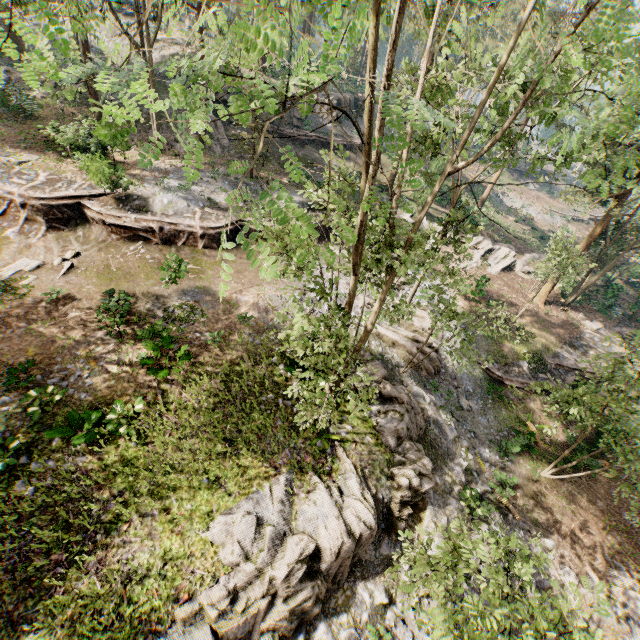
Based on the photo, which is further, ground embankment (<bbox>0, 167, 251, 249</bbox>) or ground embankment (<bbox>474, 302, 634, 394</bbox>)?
ground embankment (<bbox>474, 302, 634, 394</bbox>)

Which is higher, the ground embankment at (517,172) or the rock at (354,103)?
the rock at (354,103)

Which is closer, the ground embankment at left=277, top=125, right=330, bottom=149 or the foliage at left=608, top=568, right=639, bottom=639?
the foliage at left=608, top=568, right=639, bottom=639

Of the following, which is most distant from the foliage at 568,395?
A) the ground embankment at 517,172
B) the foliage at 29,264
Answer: the foliage at 29,264

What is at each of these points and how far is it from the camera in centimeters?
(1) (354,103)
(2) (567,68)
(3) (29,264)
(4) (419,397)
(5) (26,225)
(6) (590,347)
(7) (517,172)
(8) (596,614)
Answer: (1) rock, 4009cm
(2) foliage, 1014cm
(3) foliage, 1567cm
(4) rock, 1753cm
(5) ground embankment, 1764cm
(6) ground embankment, 2530cm
(7) ground embankment, 5634cm
(8) foliage, 1302cm

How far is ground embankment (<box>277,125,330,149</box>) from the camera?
32.2m

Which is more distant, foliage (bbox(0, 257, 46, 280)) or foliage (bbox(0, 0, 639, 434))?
foliage (bbox(0, 257, 46, 280))

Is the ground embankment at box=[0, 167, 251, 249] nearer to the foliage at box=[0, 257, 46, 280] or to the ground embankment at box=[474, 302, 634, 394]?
the foliage at box=[0, 257, 46, 280]
